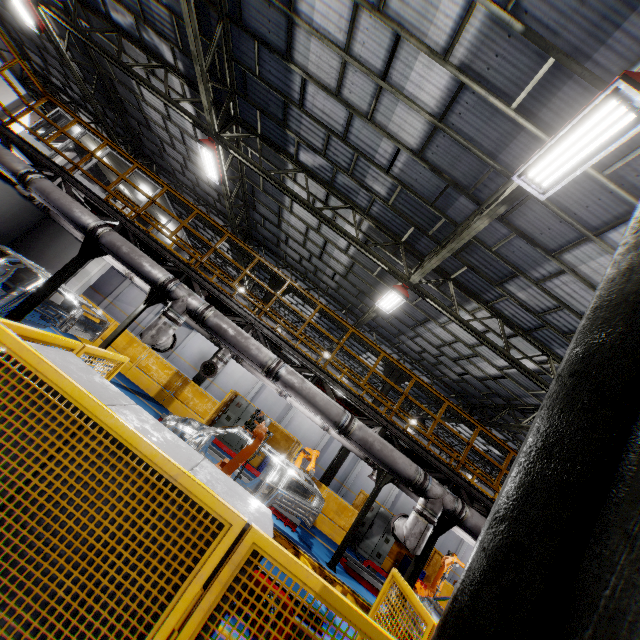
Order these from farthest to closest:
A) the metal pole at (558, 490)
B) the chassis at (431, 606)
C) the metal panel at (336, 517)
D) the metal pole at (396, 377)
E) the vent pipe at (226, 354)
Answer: the metal pole at (396, 377), the metal panel at (336, 517), the vent pipe at (226, 354), the chassis at (431, 606), the metal pole at (558, 490)

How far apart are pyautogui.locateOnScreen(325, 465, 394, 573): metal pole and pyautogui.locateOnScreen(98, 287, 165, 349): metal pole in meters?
9.6

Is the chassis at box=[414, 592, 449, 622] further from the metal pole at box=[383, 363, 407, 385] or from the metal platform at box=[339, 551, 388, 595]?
the metal pole at box=[383, 363, 407, 385]

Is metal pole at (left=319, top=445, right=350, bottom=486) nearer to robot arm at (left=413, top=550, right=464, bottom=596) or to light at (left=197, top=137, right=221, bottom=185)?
robot arm at (left=413, top=550, right=464, bottom=596)

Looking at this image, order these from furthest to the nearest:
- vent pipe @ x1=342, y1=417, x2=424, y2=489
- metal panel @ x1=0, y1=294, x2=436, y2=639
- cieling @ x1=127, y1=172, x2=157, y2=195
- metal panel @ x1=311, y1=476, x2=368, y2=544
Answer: cieling @ x1=127, y1=172, x2=157, y2=195
metal panel @ x1=311, y1=476, x2=368, y2=544
vent pipe @ x1=342, y1=417, x2=424, y2=489
metal panel @ x1=0, y1=294, x2=436, y2=639

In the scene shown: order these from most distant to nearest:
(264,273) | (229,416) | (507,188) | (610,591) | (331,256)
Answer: (264,273)
(229,416)
(331,256)
(507,188)
(610,591)

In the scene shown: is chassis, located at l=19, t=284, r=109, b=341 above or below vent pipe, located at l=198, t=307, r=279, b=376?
below

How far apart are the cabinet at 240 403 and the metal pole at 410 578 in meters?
9.2
